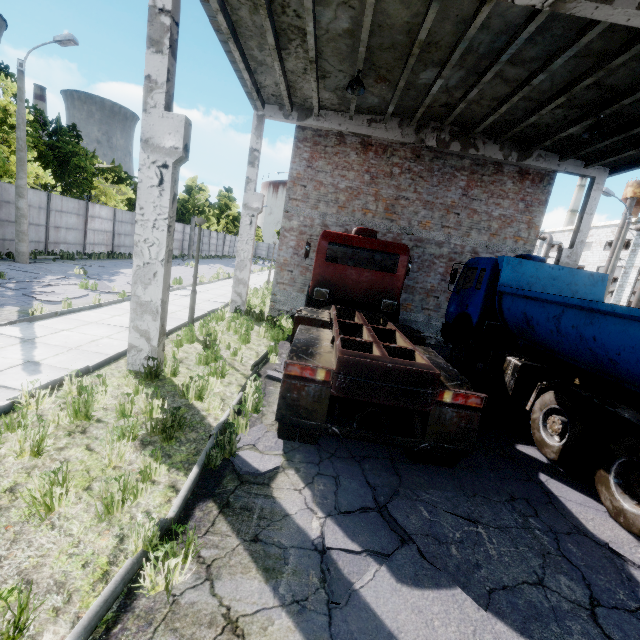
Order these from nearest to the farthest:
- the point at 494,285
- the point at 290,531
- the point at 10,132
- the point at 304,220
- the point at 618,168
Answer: the point at 290,531 < the point at 494,285 < the point at 618,168 < the point at 304,220 < the point at 10,132

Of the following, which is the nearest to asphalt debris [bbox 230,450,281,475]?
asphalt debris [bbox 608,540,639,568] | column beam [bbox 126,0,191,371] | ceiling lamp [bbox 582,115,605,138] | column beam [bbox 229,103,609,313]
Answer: column beam [bbox 126,0,191,371]

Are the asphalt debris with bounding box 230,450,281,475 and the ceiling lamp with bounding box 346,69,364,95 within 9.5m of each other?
yes

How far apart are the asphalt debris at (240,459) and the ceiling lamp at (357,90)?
8.9 meters

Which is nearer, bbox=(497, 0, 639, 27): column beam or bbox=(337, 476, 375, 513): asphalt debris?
bbox=(337, 476, 375, 513): asphalt debris

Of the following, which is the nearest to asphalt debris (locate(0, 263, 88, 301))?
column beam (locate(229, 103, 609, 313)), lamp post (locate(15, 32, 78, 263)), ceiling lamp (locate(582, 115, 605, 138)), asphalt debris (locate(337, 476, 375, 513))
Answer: lamp post (locate(15, 32, 78, 263))

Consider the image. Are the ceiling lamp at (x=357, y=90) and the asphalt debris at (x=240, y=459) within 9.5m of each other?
yes

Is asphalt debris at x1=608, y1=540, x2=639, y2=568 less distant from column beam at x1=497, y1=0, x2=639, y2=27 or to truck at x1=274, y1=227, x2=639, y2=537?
truck at x1=274, y1=227, x2=639, y2=537
